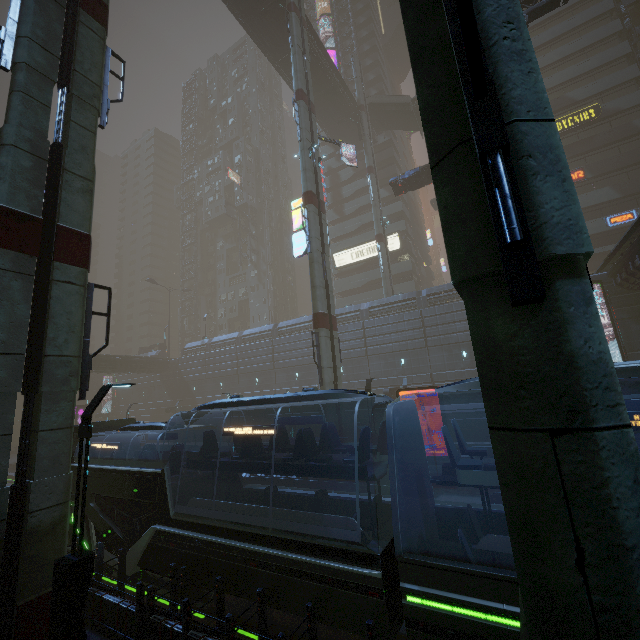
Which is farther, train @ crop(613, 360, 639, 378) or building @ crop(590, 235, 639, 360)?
building @ crop(590, 235, 639, 360)

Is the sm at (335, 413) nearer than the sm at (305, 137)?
Yes

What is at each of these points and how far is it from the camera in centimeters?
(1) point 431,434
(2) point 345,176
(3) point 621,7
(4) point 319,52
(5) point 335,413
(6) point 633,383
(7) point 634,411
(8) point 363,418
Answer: (1) building, 2842cm
(2) building, 5116cm
(3) building structure, 3438cm
(4) bridge, 3534cm
(5) sm, 2009cm
(6) building, 2206cm
(7) train, 467cm
(8) building, 3186cm

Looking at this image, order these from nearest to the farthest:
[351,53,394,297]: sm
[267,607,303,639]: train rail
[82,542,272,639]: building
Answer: [82,542,272,639]: building < [267,607,303,639]: train rail < [351,53,394,297]: sm

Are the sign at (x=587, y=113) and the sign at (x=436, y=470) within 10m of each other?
no

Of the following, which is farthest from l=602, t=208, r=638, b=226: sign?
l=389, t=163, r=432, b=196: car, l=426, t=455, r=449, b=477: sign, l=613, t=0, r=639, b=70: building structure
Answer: l=426, t=455, r=449, b=477: sign

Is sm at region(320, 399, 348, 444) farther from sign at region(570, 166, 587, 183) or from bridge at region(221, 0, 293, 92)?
sign at region(570, 166, 587, 183)
